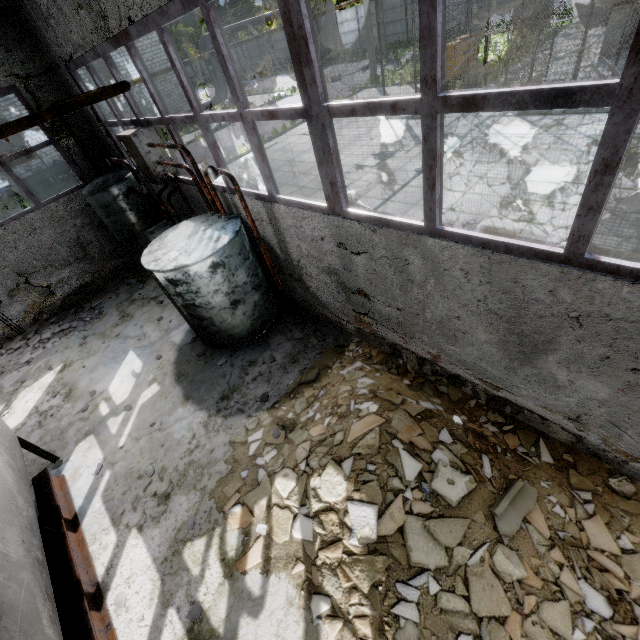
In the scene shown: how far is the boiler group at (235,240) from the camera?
5.62m

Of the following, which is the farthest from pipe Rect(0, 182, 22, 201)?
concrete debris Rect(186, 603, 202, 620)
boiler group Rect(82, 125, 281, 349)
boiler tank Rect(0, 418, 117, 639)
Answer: concrete debris Rect(186, 603, 202, 620)

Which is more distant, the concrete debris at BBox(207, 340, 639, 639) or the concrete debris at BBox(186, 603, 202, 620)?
the concrete debris at BBox(186, 603, 202, 620)

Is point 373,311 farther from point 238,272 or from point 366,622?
point 366,622

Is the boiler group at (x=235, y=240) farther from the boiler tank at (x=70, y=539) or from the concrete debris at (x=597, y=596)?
the boiler tank at (x=70, y=539)

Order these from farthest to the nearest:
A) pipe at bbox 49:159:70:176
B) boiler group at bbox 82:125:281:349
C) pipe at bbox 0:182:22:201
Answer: pipe at bbox 49:159:70:176 < pipe at bbox 0:182:22:201 < boiler group at bbox 82:125:281:349

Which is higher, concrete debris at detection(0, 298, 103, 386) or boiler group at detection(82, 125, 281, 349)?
boiler group at detection(82, 125, 281, 349)
